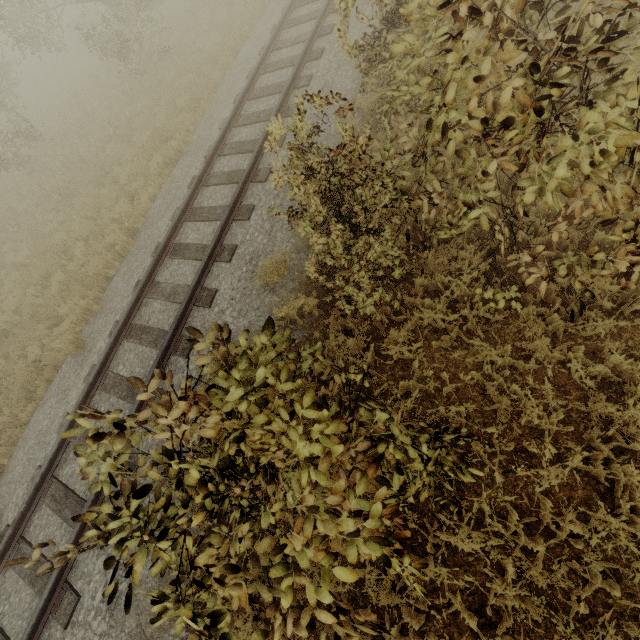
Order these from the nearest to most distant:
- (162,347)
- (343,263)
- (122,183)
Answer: (343,263), (162,347), (122,183)
